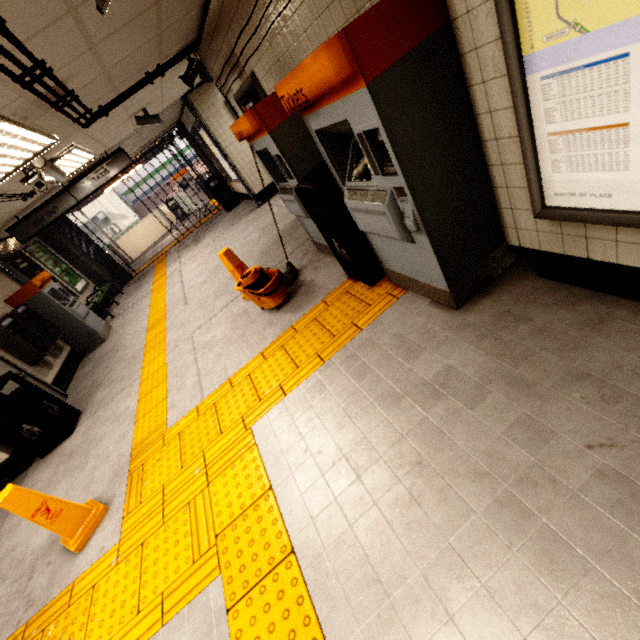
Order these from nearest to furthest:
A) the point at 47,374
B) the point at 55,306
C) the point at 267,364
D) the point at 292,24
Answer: the point at 292,24 < the point at 267,364 < the point at 47,374 < the point at 55,306

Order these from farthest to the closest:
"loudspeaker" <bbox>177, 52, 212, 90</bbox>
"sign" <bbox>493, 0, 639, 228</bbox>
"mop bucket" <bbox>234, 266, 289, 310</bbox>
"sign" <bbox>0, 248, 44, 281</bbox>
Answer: "sign" <bbox>0, 248, 44, 281</bbox>
"loudspeaker" <bbox>177, 52, 212, 90</bbox>
"mop bucket" <bbox>234, 266, 289, 310</bbox>
"sign" <bbox>493, 0, 639, 228</bbox>

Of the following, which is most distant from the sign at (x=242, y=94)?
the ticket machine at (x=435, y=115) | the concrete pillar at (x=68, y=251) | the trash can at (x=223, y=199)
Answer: the concrete pillar at (x=68, y=251)

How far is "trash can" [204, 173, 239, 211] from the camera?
10.7 meters

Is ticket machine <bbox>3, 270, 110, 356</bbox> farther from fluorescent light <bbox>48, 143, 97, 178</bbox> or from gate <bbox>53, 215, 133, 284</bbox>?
gate <bbox>53, 215, 133, 284</bbox>

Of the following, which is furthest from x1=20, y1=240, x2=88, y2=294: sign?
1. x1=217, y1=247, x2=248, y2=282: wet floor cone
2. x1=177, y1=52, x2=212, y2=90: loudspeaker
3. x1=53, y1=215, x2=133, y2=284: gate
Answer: x1=217, y1=247, x2=248, y2=282: wet floor cone

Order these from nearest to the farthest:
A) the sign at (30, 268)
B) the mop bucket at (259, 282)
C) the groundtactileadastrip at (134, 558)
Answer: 1. the groundtactileadastrip at (134, 558)
2. the mop bucket at (259, 282)
3. the sign at (30, 268)

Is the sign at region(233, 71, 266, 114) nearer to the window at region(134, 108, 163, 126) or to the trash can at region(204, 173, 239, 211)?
the window at region(134, 108, 163, 126)
